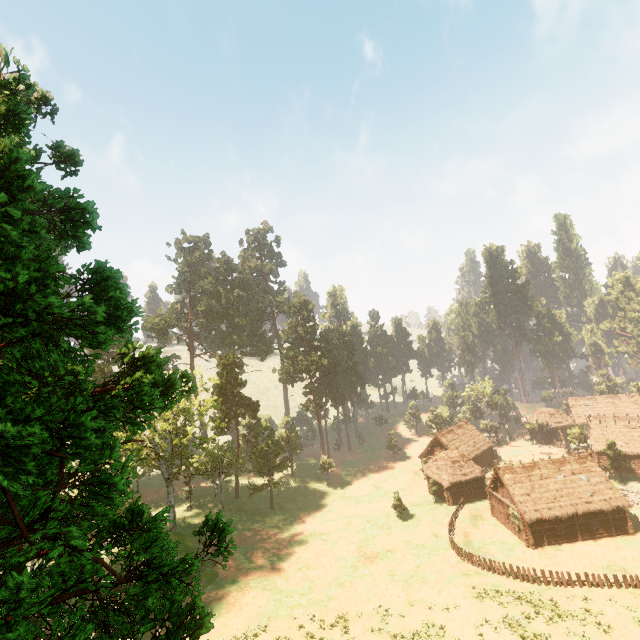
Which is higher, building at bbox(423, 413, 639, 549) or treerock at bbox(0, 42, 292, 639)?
treerock at bbox(0, 42, 292, 639)

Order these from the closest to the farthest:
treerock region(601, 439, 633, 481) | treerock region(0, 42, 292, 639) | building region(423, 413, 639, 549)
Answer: treerock region(0, 42, 292, 639) → building region(423, 413, 639, 549) → treerock region(601, 439, 633, 481)

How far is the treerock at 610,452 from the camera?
48.4m

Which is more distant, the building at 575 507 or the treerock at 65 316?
the building at 575 507

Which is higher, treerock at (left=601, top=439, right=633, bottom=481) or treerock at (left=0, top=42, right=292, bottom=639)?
treerock at (left=0, top=42, right=292, bottom=639)

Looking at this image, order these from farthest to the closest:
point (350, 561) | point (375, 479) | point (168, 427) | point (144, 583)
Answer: point (375, 479) < point (168, 427) < point (350, 561) < point (144, 583)

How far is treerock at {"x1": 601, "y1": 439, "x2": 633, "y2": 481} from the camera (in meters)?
48.42
